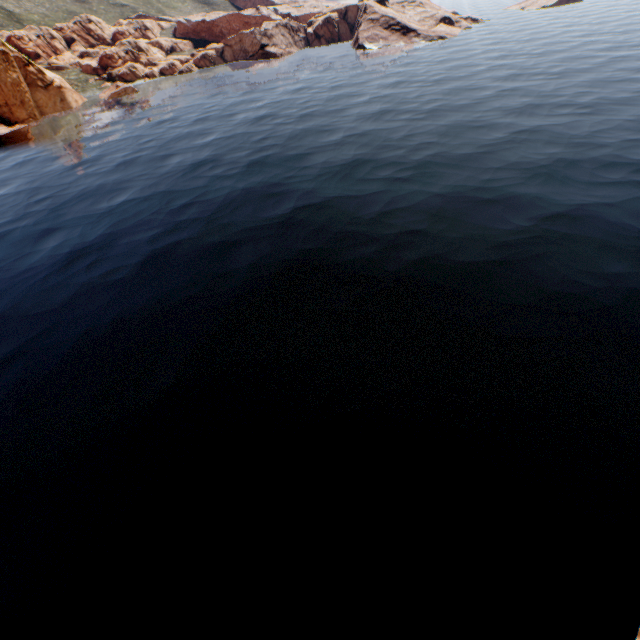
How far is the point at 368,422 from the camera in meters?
14.5 m
